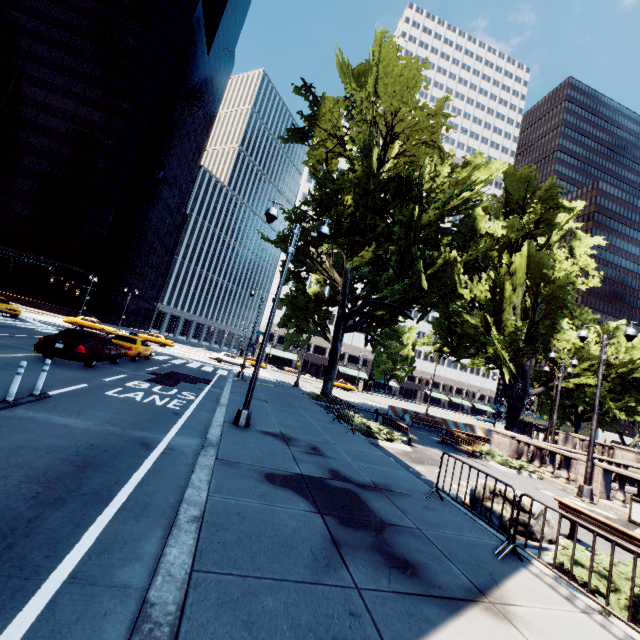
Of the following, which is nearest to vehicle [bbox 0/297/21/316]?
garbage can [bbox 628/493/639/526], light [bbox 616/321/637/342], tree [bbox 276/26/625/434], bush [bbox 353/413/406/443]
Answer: tree [bbox 276/26/625/434]

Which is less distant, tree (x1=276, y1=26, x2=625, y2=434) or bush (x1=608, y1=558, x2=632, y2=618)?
bush (x1=608, y1=558, x2=632, y2=618)

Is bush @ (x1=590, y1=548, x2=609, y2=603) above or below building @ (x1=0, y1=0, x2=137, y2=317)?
below

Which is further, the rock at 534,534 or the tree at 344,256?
the tree at 344,256

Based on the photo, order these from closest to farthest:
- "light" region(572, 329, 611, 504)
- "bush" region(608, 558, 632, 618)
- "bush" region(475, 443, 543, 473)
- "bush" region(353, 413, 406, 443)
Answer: "bush" region(608, 558, 632, 618) < "light" region(572, 329, 611, 504) < "bush" region(353, 413, 406, 443) < "bush" region(475, 443, 543, 473)

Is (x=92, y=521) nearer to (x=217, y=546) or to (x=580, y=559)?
(x=217, y=546)

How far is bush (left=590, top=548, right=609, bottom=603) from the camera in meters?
4.9 m

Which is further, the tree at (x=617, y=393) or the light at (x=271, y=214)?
the tree at (x=617, y=393)
